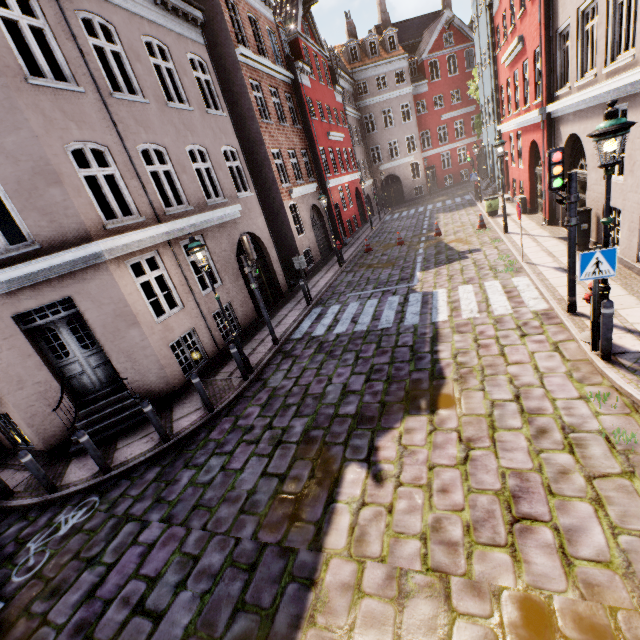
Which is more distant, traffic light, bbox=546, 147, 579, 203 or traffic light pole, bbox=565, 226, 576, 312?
traffic light pole, bbox=565, 226, 576, 312

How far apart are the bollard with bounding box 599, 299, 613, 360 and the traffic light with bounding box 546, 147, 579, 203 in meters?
2.2 m

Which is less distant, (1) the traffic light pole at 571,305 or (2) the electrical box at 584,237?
(1) the traffic light pole at 571,305

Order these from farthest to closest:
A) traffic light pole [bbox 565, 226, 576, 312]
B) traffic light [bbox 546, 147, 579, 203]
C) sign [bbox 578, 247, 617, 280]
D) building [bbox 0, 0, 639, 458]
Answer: building [bbox 0, 0, 639, 458] < traffic light pole [bbox 565, 226, 576, 312] < traffic light [bbox 546, 147, 579, 203] < sign [bbox 578, 247, 617, 280]

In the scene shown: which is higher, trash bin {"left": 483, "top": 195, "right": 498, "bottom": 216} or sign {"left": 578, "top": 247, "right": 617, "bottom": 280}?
sign {"left": 578, "top": 247, "right": 617, "bottom": 280}

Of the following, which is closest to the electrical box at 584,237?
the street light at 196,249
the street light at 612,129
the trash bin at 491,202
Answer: the street light at 612,129

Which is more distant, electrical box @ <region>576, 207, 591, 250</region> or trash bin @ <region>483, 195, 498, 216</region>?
trash bin @ <region>483, 195, 498, 216</region>

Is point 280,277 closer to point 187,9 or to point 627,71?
point 187,9
